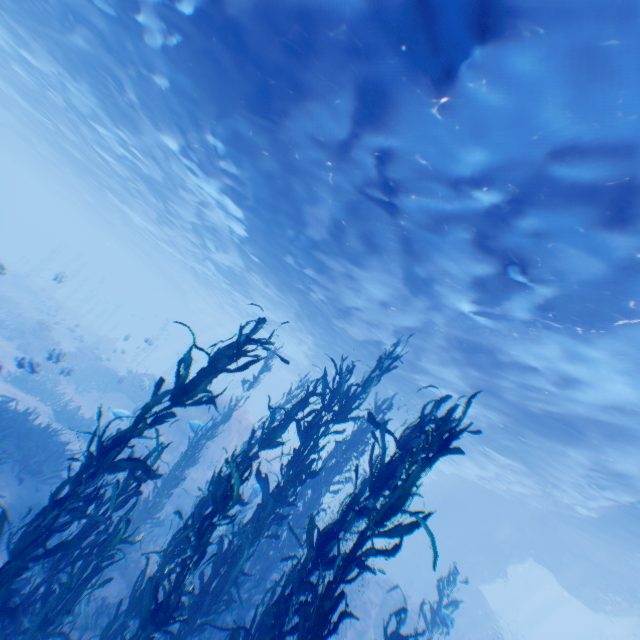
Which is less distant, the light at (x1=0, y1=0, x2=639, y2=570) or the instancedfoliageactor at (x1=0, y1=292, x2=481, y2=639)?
the instancedfoliageactor at (x1=0, y1=292, x2=481, y2=639)

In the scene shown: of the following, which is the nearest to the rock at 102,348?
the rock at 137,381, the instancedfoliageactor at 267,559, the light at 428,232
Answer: the rock at 137,381

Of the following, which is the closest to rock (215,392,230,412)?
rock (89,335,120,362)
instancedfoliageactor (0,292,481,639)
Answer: instancedfoliageactor (0,292,481,639)

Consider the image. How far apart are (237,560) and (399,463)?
3.62m

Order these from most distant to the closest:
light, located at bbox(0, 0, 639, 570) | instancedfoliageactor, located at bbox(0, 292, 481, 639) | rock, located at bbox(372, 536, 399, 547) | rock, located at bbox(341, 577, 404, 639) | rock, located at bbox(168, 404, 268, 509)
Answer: rock, located at bbox(372, 536, 399, 547) → rock, located at bbox(168, 404, 268, 509) → rock, located at bbox(341, 577, 404, 639) → light, located at bbox(0, 0, 639, 570) → instancedfoliageactor, located at bbox(0, 292, 481, 639)

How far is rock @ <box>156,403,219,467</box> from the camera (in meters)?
14.84

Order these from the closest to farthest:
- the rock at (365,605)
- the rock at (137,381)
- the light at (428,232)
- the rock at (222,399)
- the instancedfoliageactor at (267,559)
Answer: the instancedfoliageactor at (267,559) < the light at (428,232) < the rock at (365,605) < the rock at (137,381) < the rock at (222,399)

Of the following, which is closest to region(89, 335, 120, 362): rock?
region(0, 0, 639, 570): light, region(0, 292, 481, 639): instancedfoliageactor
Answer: region(0, 0, 639, 570): light
